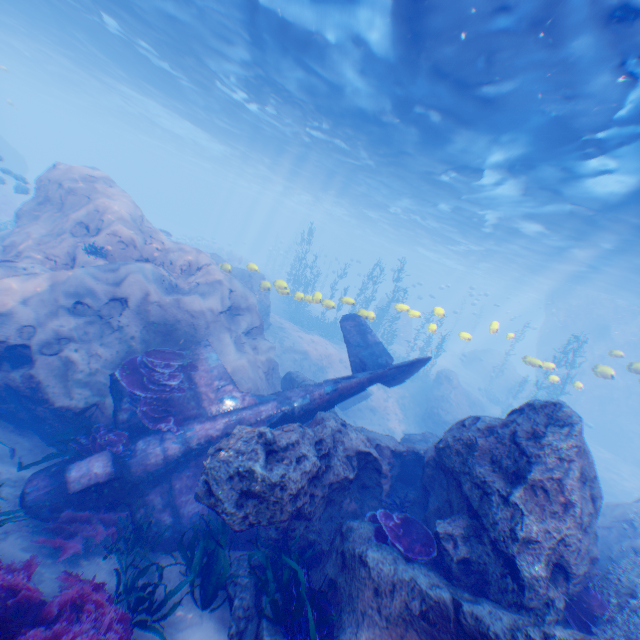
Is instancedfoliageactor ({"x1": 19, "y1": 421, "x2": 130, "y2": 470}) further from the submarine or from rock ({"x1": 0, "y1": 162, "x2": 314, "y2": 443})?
the submarine

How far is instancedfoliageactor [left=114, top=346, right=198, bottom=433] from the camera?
7.4m

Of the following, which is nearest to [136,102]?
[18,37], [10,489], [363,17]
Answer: [18,37]

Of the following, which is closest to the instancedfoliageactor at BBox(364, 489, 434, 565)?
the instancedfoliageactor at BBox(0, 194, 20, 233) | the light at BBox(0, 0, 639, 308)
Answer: the light at BBox(0, 0, 639, 308)

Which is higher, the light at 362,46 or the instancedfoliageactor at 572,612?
the light at 362,46

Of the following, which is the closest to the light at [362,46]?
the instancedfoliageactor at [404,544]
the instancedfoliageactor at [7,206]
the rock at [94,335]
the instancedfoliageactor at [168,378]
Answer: the rock at [94,335]

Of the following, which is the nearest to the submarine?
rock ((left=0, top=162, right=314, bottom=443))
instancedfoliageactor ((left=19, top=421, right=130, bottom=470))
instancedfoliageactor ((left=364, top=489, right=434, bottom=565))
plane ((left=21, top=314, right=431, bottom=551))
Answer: rock ((left=0, top=162, right=314, bottom=443))

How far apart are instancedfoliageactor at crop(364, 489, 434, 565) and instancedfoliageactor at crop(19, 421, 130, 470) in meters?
5.3
